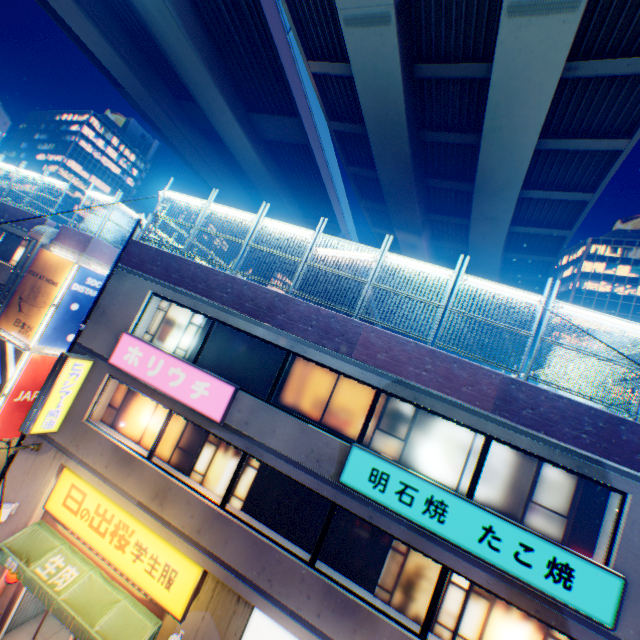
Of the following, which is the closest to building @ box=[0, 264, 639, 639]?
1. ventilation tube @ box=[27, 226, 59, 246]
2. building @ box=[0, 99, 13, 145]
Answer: ventilation tube @ box=[27, 226, 59, 246]

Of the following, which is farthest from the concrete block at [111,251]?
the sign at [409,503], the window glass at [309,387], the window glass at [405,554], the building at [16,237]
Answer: the window glass at [405,554]

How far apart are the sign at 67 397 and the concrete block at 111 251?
7.6m

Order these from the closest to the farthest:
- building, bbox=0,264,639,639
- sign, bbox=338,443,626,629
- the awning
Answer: sign, bbox=338,443,626,629 → building, bbox=0,264,639,639 → the awning

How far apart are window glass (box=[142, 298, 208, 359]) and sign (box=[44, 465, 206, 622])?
4.40m

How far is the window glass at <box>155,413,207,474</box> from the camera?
9.72m

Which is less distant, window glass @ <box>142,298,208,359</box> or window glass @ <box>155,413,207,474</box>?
window glass @ <box>155,413,207,474</box>

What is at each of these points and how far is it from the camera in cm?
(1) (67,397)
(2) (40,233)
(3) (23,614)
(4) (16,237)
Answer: (1) sign, 1022
(2) ventilation tube, 1619
(3) building, 1020
(4) building, 1886
